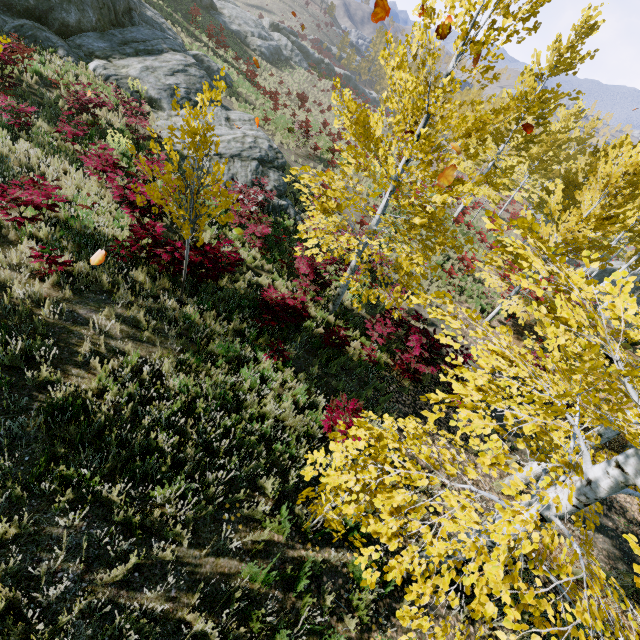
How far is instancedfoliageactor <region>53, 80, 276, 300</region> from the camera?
5.38m

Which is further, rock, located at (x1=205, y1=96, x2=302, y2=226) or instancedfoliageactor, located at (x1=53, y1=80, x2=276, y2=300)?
rock, located at (x1=205, y1=96, x2=302, y2=226)

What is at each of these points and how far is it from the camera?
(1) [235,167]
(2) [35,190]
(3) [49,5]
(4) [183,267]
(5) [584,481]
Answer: (1) rock, 14.17m
(2) instancedfoliageactor, 6.54m
(3) rock, 13.93m
(4) instancedfoliageactor, 7.00m
(5) instancedfoliageactor, 2.81m

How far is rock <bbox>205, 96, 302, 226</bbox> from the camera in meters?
13.8

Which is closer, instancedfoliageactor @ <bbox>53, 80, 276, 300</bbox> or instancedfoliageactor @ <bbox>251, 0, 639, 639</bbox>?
instancedfoliageactor @ <bbox>251, 0, 639, 639</bbox>

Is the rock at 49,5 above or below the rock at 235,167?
above

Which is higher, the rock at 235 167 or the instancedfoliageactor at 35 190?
the instancedfoliageactor at 35 190

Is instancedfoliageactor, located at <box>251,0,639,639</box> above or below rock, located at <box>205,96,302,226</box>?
above
